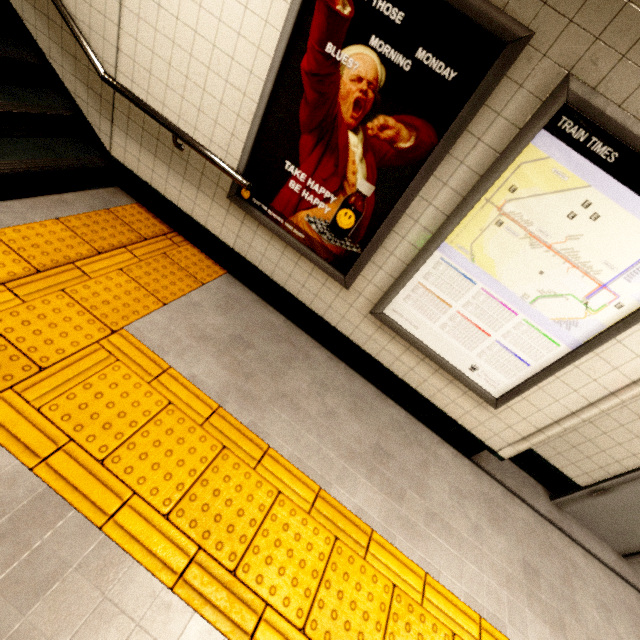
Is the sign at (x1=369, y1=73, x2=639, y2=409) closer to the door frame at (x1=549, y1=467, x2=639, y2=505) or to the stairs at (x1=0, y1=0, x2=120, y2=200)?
the door frame at (x1=549, y1=467, x2=639, y2=505)

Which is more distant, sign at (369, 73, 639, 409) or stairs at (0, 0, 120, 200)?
stairs at (0, 0, 120, 200)

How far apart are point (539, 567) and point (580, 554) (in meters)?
0.70

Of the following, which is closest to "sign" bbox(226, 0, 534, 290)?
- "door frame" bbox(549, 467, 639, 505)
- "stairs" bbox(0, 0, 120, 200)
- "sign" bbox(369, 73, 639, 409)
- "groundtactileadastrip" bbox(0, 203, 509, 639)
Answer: "sign" bbox(369, 73, 639, 409)

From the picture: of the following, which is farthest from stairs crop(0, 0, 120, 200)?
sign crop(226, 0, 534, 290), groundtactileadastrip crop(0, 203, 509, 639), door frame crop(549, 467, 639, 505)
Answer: door frame crop(549, 467, 639, 505)

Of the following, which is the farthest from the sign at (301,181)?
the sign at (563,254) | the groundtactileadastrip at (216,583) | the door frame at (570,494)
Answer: the door frame at (570,494)

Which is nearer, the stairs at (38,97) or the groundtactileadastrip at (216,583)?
the groundtactileadastrip at (216,583)

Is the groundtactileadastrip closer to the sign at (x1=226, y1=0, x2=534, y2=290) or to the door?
the sign at (x1=226, y1=0, x2=534, y2=290)
